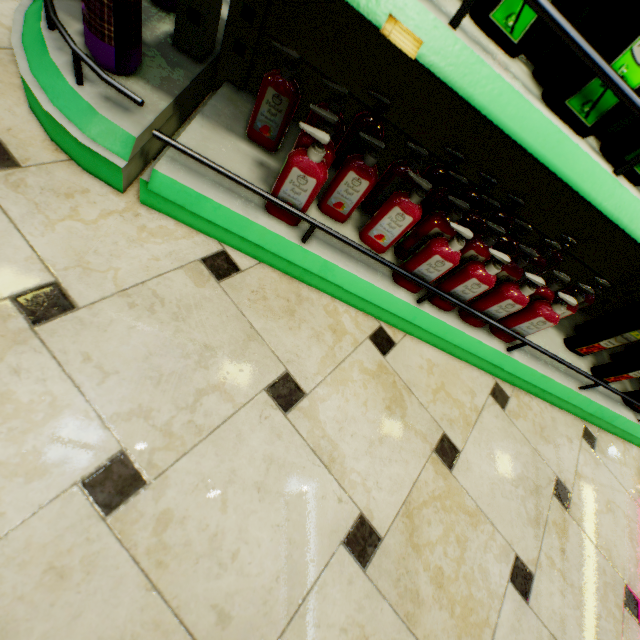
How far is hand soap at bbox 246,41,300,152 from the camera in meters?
0.9

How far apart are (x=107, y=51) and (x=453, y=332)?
1.4m

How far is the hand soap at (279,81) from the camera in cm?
92

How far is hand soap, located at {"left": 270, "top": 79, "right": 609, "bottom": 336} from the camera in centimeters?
91cm

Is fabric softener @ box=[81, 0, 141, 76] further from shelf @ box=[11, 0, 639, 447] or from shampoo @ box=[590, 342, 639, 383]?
shampoo @ box=[590, 342, 639, 383]

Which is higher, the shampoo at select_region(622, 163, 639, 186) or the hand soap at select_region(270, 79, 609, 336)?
the shampoo at select_region(622, 163, 639, 186)

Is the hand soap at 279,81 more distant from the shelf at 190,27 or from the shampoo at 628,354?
the shampoo at 628,354

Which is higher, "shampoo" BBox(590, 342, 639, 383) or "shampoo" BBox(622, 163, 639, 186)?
"shampoo" BBox(622, 163, 639, 186)
